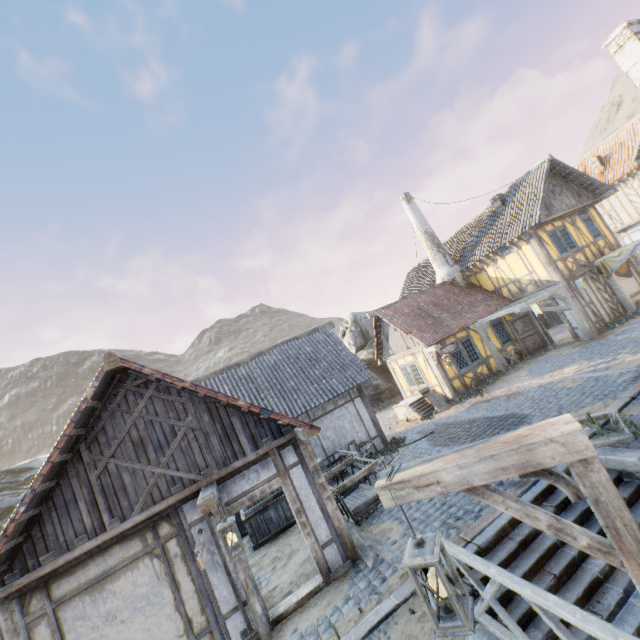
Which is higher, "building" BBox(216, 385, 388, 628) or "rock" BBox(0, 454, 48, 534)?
"rock" BBox(0, 454, 48, 534)

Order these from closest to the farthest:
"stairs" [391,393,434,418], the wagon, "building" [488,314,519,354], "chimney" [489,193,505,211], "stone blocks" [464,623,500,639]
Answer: "stone blocks" [464,623,500,639] < the wagon < "stairs" [391,393,434,418] < "building" [488,314,519,354] < "chimney" [489,193,505,211]

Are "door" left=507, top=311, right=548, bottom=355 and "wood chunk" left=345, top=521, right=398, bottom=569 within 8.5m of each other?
no

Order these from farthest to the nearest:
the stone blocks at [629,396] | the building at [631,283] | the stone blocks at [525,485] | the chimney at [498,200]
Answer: the chimney at [498,200], the building at [631,283], the stone blocks at [629,396], the stone blocks at [525,485]

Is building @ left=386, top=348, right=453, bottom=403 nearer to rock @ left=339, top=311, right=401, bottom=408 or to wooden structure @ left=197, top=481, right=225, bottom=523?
rock @ left=339, top=311, right=401, bottom=408

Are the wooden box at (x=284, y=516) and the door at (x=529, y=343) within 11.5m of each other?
no

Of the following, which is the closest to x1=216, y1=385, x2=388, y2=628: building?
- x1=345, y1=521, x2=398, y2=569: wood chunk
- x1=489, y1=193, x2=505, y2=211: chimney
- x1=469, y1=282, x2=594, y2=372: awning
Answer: x1=345, y1=521, x2=398, y2=569: wood chunk

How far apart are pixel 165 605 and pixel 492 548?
6.08m
